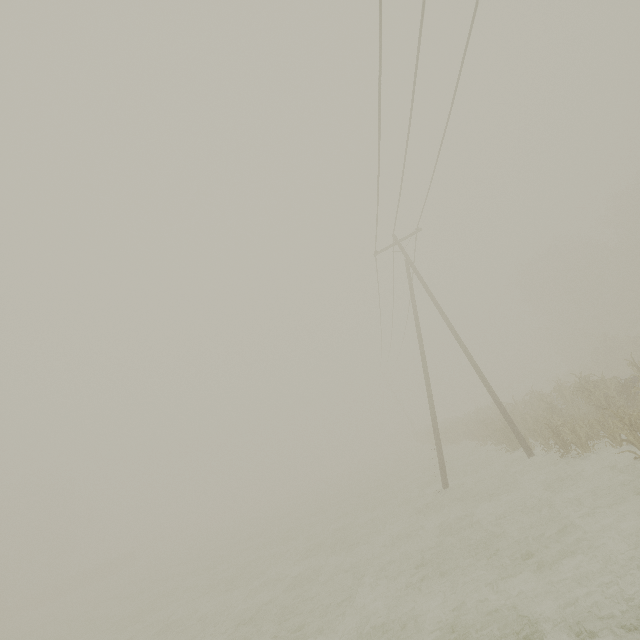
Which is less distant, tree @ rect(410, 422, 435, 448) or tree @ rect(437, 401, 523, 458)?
tree @ rect(437, 401, 523, 458)

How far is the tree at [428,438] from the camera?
35.6 meters

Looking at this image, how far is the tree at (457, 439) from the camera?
16.2m

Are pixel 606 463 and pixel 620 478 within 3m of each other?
yes

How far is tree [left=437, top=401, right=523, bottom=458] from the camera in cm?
1620

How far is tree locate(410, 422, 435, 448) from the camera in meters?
35.6
